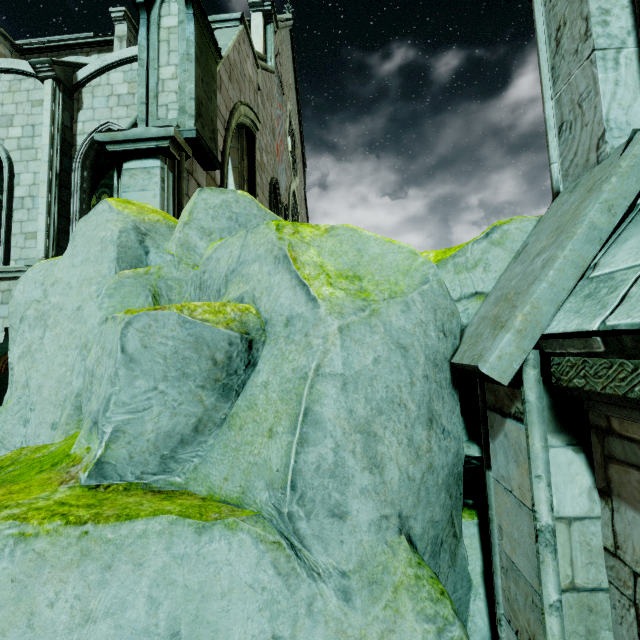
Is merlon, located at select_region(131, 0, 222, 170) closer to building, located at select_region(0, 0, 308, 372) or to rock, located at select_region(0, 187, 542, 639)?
building, located at select_region(0, 0, 308, 372)

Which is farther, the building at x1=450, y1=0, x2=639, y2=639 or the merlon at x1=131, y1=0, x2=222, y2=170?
the merlon at x1=131, y1=0, x2=222, y2=170

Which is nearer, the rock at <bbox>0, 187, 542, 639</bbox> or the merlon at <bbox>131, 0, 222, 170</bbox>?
the rock at <bbox>0, 187, 542, 639</bbox>

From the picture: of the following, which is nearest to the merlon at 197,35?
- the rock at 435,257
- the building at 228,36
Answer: the building at 228,36

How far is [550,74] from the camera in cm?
277

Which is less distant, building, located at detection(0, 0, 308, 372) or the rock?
the rock

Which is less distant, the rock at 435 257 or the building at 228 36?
the rock at 435 257
